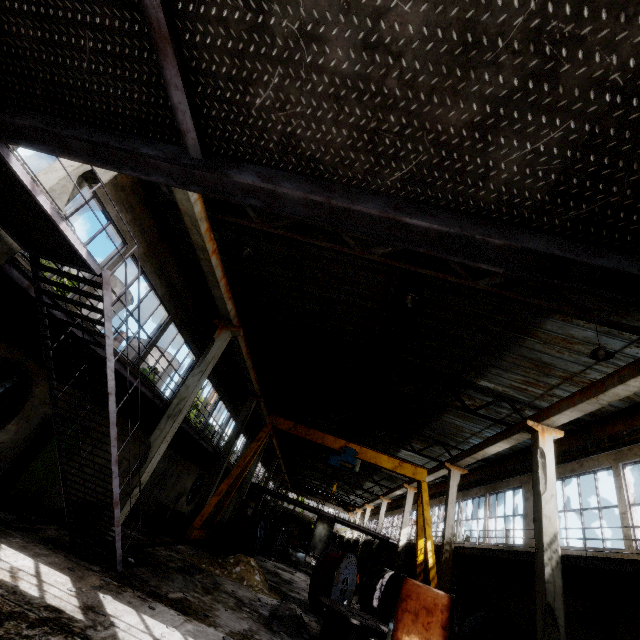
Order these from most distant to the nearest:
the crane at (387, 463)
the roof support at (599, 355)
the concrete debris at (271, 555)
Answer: the concrete debris at (271, 555) → the crane at (387, 463) → the roof support at (599, 355)

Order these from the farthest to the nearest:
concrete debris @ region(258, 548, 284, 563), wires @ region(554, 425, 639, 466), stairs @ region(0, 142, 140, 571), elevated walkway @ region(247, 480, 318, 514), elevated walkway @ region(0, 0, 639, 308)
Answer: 1. elevated walkway @ region(247, 480, 318, 514)
2. concrete debris @ region(258, 548, 284, 563)
3. wires @ region(554, 425, 639, 466)
4. stairs @ region(0, 142, 140, 571)
5. elevated walkway @ region(0, 0, 639, 308)

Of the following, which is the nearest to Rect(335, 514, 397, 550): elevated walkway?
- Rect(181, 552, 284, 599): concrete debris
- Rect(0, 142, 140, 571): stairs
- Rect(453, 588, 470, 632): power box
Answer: Rect(0, 142, 140, 571): stairs

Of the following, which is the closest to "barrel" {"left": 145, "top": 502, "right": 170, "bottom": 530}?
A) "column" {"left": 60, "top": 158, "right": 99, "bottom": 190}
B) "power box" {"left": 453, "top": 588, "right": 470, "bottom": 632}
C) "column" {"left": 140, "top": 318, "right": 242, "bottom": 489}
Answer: "column" {"left": 140, "top": 318, "right": 242, "bottom": 489}

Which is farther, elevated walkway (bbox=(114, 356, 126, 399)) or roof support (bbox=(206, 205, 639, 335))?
elevated walkway (bbox=(114, 356, 126, 399))

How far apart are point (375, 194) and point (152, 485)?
19.7m

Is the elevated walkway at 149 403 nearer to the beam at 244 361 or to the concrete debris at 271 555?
the beam at 244 361

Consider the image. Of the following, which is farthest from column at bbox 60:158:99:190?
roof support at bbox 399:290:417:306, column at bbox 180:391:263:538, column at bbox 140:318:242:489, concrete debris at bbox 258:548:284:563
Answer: concrete debris at bbox 258:548:284:563
